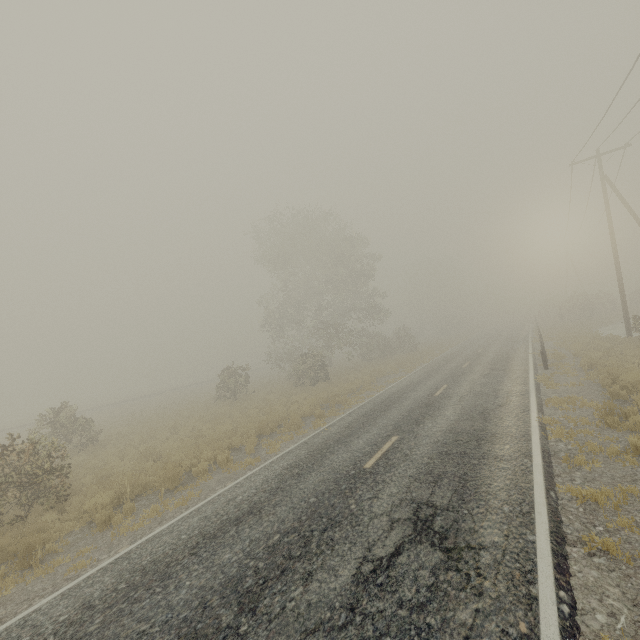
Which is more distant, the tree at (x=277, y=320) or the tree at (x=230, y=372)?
the tree at (x=277, y=320)

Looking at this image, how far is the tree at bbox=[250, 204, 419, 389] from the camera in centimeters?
3191cm

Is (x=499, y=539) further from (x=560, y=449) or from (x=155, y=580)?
(x=155, y=580)

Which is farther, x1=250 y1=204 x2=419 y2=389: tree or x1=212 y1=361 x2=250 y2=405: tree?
x1=250 y1=204 x2=419 y2=389: tree

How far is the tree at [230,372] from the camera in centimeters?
2483cm

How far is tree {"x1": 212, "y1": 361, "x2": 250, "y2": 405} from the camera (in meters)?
24.83
